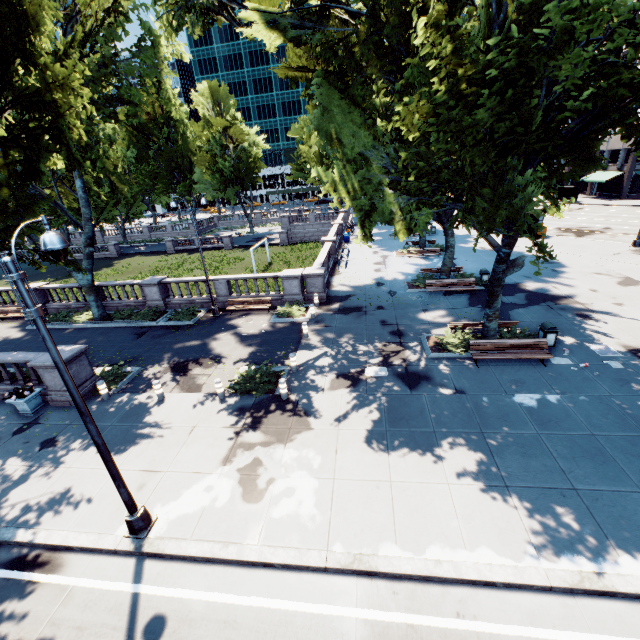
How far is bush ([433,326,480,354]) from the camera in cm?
1385

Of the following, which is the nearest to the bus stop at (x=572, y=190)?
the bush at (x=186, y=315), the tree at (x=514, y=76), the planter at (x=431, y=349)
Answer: the tree at (x=514, y=76)

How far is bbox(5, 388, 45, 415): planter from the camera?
12.5m

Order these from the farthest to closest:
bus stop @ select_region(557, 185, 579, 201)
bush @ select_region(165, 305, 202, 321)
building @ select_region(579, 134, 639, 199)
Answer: bus stop @ select_region(557, 185, 579, 201), building @ select_region(579, 134, 639, 199), bush @ select_region(165, 305, 202, 321)

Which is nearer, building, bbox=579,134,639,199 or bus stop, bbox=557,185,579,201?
building, bbox=579,134,639,199

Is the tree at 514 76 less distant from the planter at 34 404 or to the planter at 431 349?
the planter at 431 349

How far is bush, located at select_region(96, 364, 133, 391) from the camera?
14.24m

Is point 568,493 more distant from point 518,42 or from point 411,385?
point 518,42
